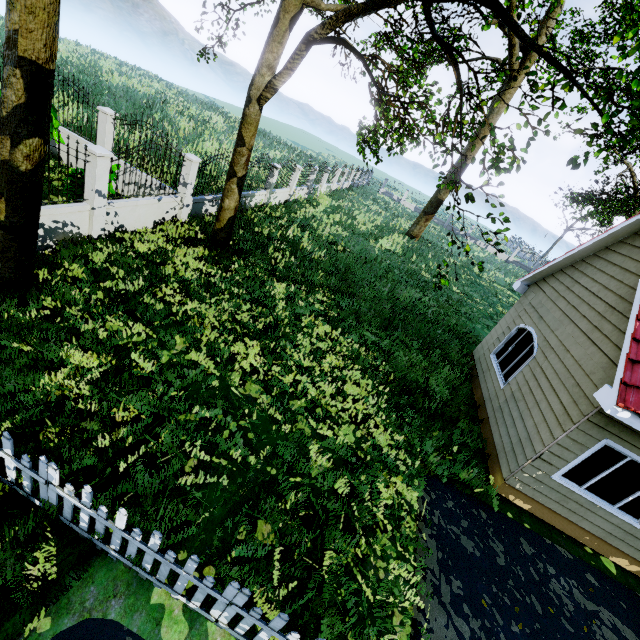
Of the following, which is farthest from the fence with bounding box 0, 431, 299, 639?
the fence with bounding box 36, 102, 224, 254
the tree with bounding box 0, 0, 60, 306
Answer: the fence with bounding box 36, 102, 224, 254

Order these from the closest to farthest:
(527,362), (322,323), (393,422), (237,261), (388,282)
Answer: (393,422)
(527,362)
(322,323)
(237,261)
(388,282)

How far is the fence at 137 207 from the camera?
7.31m

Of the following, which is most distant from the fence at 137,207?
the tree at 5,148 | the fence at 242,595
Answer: the fence at 242,595

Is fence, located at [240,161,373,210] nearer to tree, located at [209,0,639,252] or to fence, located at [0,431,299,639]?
tree, located at [209,0,639,252]

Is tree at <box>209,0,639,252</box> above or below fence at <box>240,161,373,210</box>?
above
